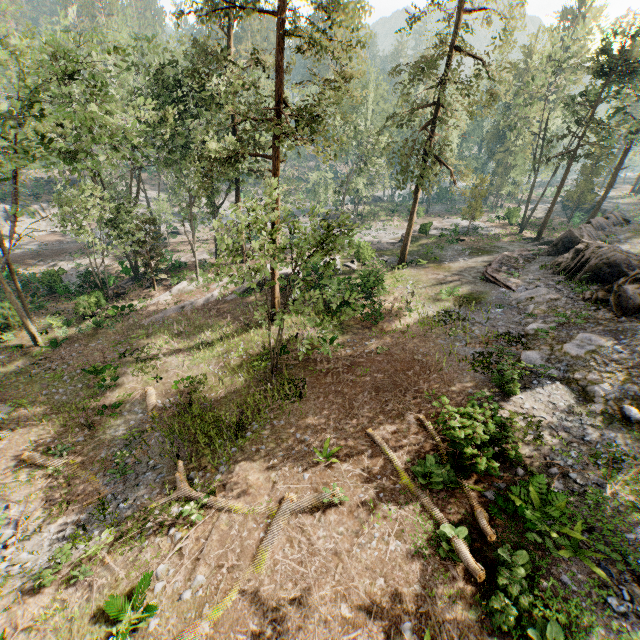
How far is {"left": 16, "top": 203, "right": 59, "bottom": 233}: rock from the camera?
45.5 meters

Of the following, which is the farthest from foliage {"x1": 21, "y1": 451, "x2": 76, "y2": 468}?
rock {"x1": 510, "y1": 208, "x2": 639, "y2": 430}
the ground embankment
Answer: the ground embankment

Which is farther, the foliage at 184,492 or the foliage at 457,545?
the foliage at 184,492

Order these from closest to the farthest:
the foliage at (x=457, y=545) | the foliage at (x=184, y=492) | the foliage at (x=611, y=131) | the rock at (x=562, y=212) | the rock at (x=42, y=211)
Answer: the foliage at (x=457, y=545)
the foliage at (x=184, y=492)
the foliage at (x=611, y=131)
the rock at (x=42, y=211)
the rock at (x=562, y=212)

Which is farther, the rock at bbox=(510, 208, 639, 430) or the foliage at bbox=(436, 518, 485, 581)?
the rock at bbox=(510, 208, 639, 430)

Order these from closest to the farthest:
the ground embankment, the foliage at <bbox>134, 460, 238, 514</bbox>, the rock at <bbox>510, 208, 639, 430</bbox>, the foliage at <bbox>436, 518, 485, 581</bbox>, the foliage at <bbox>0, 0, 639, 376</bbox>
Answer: the foliage at <bbox>436, 518, 485, 581</bbox> < the foliage at <bbox>134, 460, 238, 514</bbox> < the rock at <bbox>510, 208, 639, 430</bbox> < the foliage at <bbox>0, 0, 639, 376</bbox> < the ground embankment

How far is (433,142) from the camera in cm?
2230
